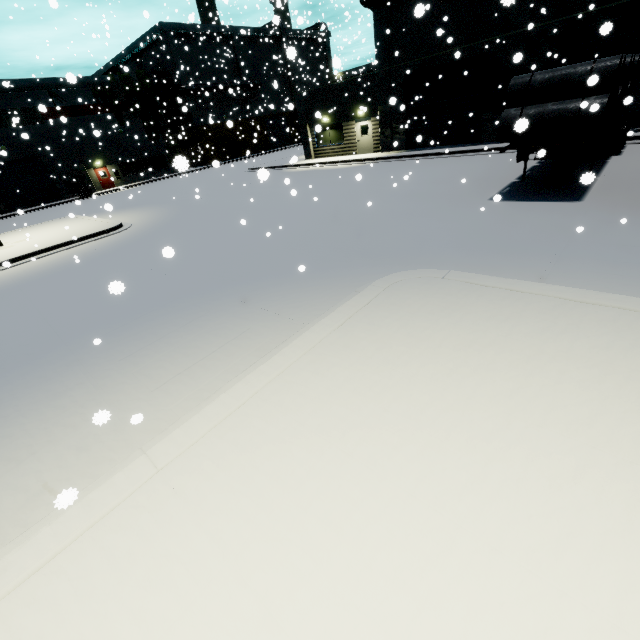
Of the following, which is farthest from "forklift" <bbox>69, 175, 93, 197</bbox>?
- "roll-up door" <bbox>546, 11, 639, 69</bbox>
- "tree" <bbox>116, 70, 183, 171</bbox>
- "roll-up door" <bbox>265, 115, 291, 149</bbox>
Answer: "roll-up door" <bbox>265, 115, 291, 149</bbox>

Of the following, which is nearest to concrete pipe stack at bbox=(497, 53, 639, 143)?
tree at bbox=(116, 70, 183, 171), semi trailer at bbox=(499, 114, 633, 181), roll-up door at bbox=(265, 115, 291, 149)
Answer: semi trailer at bbox=(499, 114, 633, 181)

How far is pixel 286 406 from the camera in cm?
369

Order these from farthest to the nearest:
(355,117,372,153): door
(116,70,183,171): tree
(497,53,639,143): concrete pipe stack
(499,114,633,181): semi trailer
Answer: (116,70,183,171): tree, (355,117,372,153): door, (499,114,633,181): semi trailer, (497,53,639,143): concrete pipe stack

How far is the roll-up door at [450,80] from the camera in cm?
1856

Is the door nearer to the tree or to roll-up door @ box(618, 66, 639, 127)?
roll-up door @ box(618, 66, 639, 127)

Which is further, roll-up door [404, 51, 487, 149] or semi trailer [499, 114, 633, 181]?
roll-up door [404, 51, 487, 149]

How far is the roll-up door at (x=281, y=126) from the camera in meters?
53.1 m
